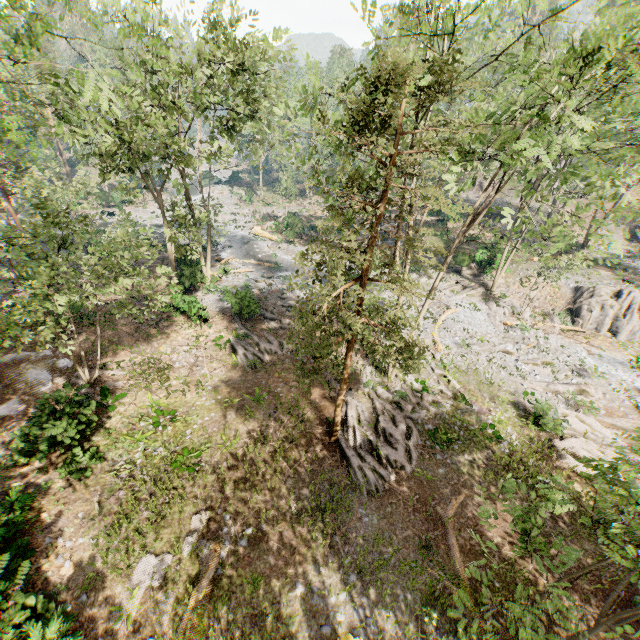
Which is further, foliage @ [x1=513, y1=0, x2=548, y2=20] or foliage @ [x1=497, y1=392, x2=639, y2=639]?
foliage @ [x1=513, y1=0, x2=548, y2=20]

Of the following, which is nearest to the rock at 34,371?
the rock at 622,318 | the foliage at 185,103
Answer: the foliage at 185,103

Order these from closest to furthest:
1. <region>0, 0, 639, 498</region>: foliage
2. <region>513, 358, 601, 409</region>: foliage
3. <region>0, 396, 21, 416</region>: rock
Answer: <region>0, 0, 639, 498</region>: foliage, <region>0, 396, 21, 416</region>: rock, <region>513, 358, 601, 409</region>: foliage

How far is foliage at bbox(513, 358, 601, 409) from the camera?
19.2m

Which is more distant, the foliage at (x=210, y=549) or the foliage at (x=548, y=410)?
the foliage at (x=210, y=549)

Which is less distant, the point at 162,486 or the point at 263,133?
the point at 162,486

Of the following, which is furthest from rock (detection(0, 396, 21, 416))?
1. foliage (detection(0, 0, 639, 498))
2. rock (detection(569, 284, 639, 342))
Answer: rock (detection(569, 284, 639, 342))

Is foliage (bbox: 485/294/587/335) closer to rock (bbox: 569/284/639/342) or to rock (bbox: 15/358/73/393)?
rock (bbox: 569/284/639/342)
